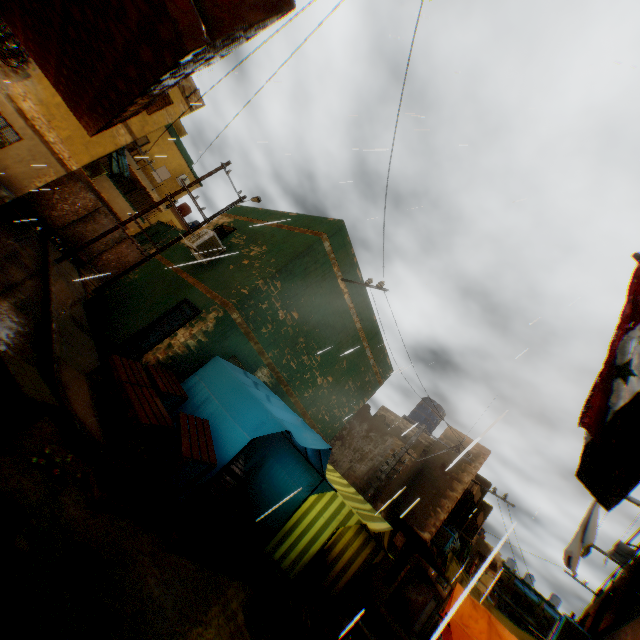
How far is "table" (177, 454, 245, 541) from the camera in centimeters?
517cm

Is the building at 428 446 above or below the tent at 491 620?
above

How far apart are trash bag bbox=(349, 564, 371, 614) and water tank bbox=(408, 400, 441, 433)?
7.1m

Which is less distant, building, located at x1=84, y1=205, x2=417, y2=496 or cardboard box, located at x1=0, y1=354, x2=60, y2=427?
cardboard box, located at x1=0, y1=354, x2=60, y2=427

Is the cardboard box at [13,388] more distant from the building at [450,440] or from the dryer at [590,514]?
the dryer at [590,514]

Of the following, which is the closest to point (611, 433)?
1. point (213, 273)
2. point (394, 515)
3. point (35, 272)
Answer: point (213, 273)

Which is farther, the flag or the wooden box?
the wooden box

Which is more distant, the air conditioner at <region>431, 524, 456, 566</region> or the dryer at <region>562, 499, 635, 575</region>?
the air conditioner at <region>431, 524, 456, 566</region>
